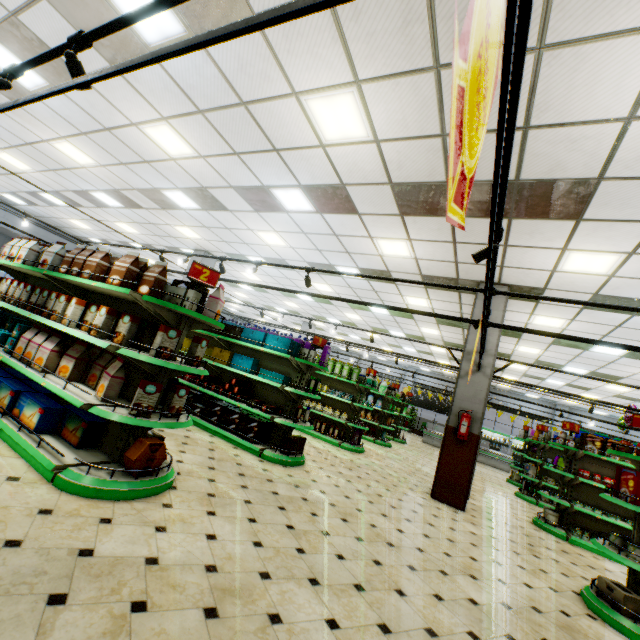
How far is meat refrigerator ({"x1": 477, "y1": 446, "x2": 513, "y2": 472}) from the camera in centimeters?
1791cm

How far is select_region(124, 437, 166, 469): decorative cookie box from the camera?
3.2m

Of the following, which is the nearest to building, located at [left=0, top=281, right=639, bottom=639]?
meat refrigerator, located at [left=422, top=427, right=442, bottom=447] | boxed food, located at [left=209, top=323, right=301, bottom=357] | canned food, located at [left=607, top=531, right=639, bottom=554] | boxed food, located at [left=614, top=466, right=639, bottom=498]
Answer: meat refrigerator, located at [left=422, top=427, right=442, bottom=447]

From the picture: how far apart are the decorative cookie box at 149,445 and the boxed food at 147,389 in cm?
27

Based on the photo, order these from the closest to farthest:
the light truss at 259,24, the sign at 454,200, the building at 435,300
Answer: the sign at 454,200 → the light truss at 259,24 → the building at 435,300

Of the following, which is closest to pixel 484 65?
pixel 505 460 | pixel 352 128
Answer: pixel 352 128

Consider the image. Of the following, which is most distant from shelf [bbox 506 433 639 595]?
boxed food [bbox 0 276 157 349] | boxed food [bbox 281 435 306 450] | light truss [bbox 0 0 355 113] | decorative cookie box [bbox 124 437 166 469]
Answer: boxed food [bbox 0 276 157 349]

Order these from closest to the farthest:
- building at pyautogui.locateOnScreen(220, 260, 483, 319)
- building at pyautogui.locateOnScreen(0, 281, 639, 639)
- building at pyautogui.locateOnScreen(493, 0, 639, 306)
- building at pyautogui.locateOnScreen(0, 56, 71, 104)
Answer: building at pyautogui.locateOnScreen(0, 281, 639, 639), building at pyautogui.locateOnScreen(493, 0, 639, 306), building at pyautogui.locateOnScreen(0, 56, 71, 104), building at pyautogui.locateOnScreen(220, 260, 483, 319)
